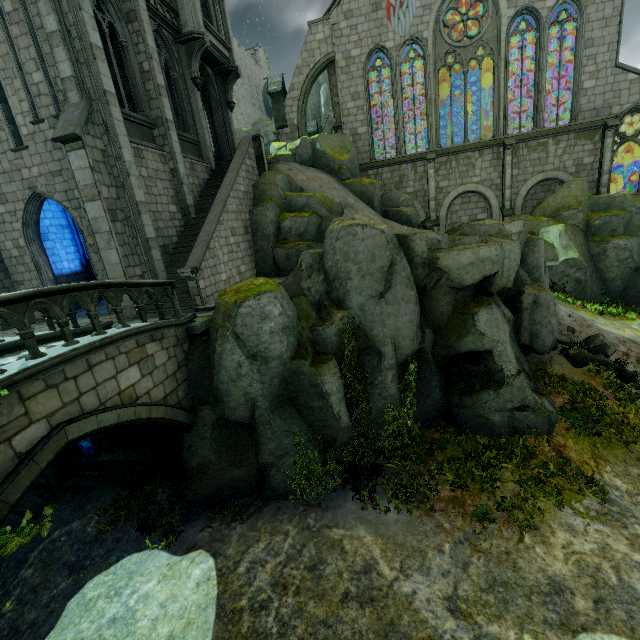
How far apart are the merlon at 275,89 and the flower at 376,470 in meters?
23.2 m

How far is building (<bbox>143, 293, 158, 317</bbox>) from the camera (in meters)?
11.55

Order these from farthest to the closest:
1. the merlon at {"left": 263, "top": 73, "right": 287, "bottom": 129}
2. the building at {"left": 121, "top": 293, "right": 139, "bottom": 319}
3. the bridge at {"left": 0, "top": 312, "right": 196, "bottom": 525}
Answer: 1. the merlon at {"left": 263, "top": 73, "right": 287, "bottom": 129}
2. the building at {"left": 121, "top": 293, "right": 139, "bottom": 319}
3. the bridge at {"left": 0, "top": 312, "right": 196, "bottom": 525}

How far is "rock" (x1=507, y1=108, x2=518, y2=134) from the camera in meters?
28.2 m

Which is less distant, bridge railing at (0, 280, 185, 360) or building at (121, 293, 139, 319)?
bridge railing at (0, 280, 185, 360)

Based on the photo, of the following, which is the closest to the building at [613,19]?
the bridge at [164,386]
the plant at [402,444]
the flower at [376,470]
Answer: the bridge at [164,386]

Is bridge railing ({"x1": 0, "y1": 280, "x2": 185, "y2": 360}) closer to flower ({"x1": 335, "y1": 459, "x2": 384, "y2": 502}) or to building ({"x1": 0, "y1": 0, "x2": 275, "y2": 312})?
building ({"x1": 0, "y1": 0, "x2": 275, "y2": 312})

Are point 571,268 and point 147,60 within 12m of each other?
no
